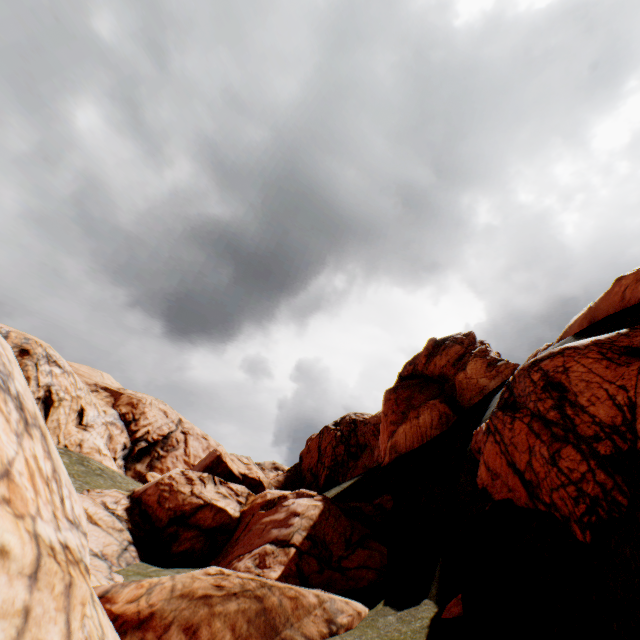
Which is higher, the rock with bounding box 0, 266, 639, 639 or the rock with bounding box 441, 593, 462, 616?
the rock with bounding box 0, 266, 639, 639

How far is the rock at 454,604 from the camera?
8.02m

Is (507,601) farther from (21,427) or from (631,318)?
(21,427)

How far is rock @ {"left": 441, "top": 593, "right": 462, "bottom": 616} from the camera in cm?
802

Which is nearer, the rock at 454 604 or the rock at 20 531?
the rock at 20 531

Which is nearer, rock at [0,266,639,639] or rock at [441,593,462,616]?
rock at [0,266,639,639]
